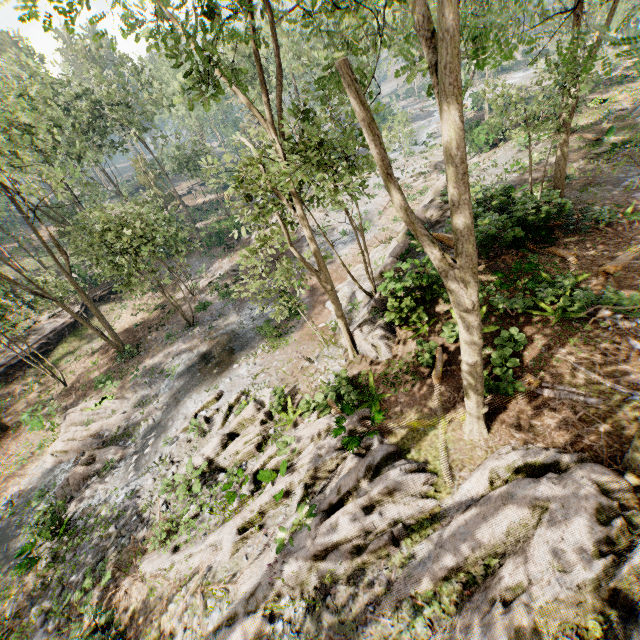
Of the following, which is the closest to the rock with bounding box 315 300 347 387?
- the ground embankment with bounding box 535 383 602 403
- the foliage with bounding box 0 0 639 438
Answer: the foliage with bounding box 0 0 639 438

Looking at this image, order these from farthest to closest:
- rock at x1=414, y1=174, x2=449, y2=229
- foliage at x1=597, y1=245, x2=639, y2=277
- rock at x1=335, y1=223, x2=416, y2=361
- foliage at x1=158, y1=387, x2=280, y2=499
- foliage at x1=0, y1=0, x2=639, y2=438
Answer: Result: rock at x1=414, y1=174, x2=449, y2=229 < rock at x1=335, y1=223, x2=416, y2=361 < foliage at x1=158, y1=387, x2=280, y2=499 < foliage at x1=597, y1=245, x2=639, y2=277 < foliage at x1=0, y1=0, x2=639, y2=438

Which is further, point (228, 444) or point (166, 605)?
point (228, 444)

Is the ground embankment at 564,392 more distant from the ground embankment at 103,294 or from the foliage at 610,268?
the ground embankment at 103,294

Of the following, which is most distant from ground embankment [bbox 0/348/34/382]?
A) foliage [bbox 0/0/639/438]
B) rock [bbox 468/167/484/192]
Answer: rock [bbox 468/167/484/192]

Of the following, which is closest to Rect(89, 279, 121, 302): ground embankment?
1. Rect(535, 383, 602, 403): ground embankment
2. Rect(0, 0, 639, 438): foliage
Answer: Rect(0, 0, 639, 438): foliage

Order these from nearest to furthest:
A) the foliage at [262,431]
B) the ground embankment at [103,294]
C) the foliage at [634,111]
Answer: the foliage at [262,431], the foliage at [634,111], the ground embankment at [103,294]

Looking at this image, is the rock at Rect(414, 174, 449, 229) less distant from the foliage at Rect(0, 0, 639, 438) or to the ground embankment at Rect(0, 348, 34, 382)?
the foliage at Rect(0, 0, 639, 438)
